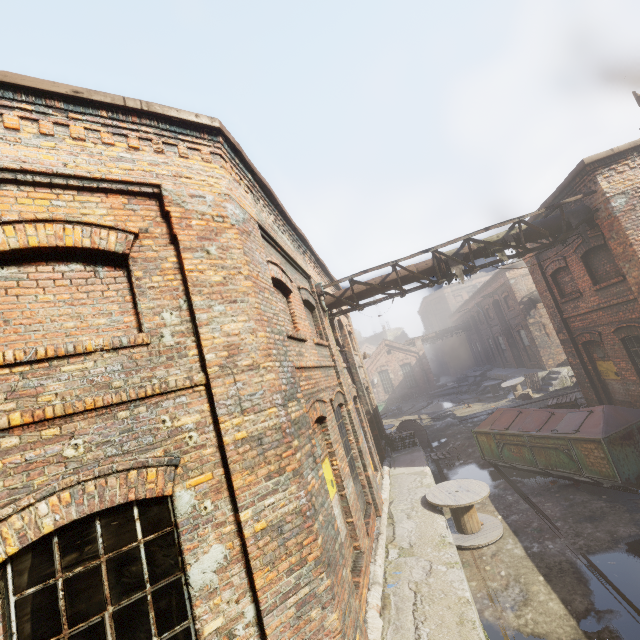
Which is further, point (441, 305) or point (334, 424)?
point (441, 305)

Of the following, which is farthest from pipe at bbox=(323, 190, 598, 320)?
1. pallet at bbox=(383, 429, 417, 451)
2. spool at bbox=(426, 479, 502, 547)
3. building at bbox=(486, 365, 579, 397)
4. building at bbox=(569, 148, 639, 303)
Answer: building at bbox=(486, 365, 579, 397)

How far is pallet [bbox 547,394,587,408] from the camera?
11.7 meters

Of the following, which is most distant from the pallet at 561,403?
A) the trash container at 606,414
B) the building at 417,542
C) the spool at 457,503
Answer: the spool at 457,503

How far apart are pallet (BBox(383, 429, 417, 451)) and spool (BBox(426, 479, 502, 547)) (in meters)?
5.10

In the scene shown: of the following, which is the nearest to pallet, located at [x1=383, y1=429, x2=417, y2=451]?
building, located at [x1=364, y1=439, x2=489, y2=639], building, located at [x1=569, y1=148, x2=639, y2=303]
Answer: building, located at [x1=364, y1=439, x2=489, y2=639]

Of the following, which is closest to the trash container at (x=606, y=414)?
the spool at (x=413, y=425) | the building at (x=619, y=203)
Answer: the building at (x=619, y=203)

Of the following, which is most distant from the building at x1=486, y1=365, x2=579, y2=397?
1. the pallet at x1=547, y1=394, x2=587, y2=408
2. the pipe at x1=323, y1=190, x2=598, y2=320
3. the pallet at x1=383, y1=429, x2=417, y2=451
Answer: the pipe at x1=323, y1=190, x2=598, y2=320
